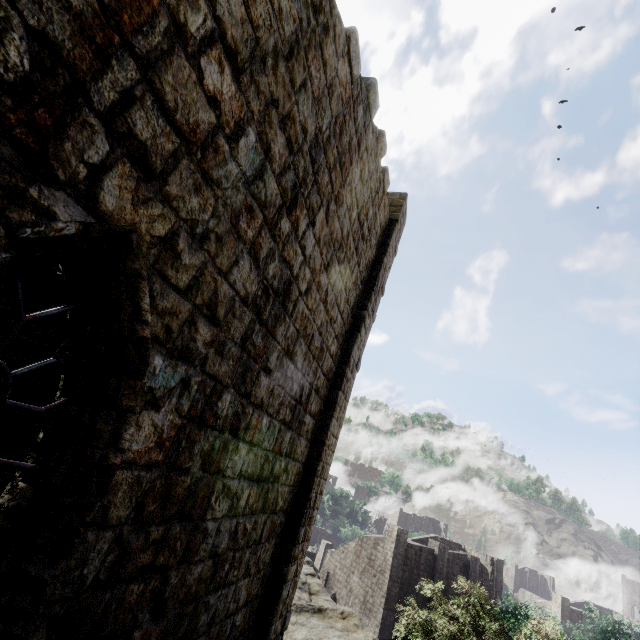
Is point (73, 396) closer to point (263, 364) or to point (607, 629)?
point (263, 364)

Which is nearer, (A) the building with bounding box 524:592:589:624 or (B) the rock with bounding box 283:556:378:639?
(B) the rock with bounding box 283:556:378:639

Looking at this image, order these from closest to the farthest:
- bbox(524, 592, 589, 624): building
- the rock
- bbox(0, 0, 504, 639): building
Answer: bbox(0, 0, 504, 639): building
the rock
bbox(524, 592, 589, 624): building

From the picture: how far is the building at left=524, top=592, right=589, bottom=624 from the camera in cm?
4111

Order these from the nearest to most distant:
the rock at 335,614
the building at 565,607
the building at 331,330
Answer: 1. the building at 331,330
2. the rock at 335,614
3. the building at 565,607

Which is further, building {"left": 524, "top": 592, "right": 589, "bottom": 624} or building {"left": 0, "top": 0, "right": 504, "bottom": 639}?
building {"left": 524, "top": 592, "right": 589, "bottom": 624}

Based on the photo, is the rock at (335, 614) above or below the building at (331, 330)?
below
